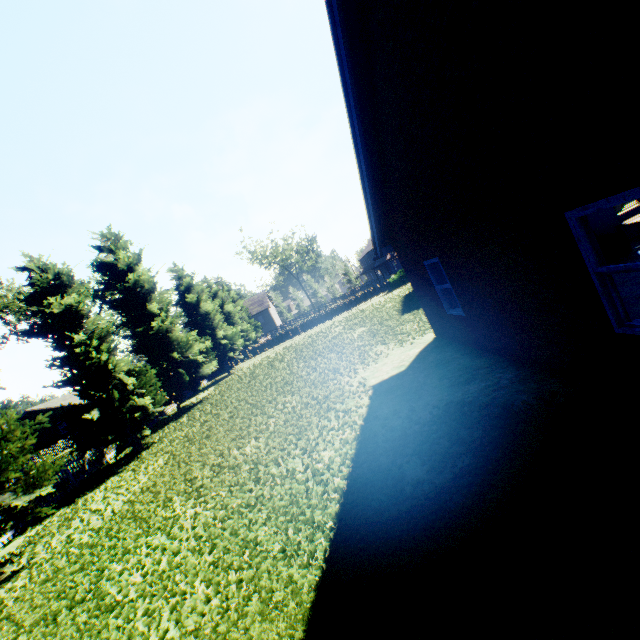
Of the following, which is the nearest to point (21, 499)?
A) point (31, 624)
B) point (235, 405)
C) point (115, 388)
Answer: point (31, 624)

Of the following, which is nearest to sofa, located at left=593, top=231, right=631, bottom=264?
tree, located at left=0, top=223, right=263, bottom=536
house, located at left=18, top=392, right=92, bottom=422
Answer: tree, located at left=0, top=223, right=263, bottom=536

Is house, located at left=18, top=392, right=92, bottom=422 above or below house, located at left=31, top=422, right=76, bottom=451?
above

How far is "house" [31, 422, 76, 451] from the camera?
41.2 meters

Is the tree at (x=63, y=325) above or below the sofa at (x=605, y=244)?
above

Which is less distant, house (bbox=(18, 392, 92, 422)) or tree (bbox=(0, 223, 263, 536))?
tree (bbox=(0, 223, 263, 536))

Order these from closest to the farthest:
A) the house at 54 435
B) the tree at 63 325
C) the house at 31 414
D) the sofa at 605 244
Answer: the sofa at 605 244 < the tree at 63 325 < the house at 31 414 < the house at 54 435
